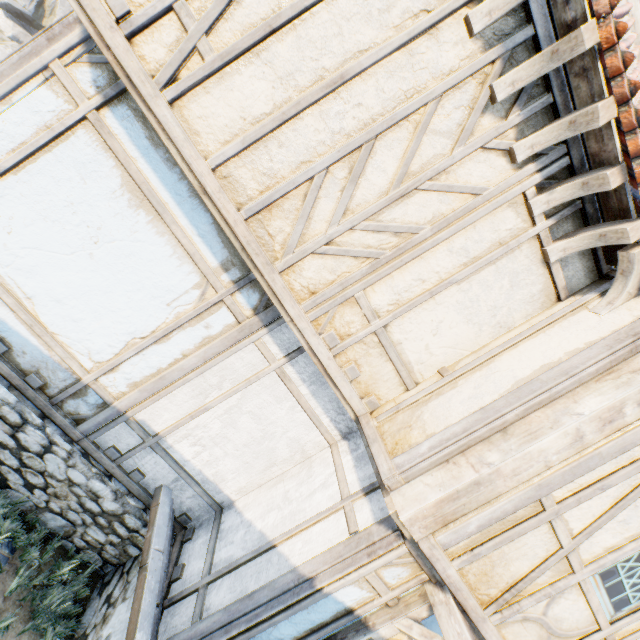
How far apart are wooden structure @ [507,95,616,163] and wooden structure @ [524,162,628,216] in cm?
36

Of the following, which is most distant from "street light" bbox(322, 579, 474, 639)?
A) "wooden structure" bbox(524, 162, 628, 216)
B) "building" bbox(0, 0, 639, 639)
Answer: "wooden structure" bbox(524, 162, 628, 216)

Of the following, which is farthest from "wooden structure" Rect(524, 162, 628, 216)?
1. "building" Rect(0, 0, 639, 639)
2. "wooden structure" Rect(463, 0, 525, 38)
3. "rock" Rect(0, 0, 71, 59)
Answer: "rock" Rect(0, 0, 71, 59)

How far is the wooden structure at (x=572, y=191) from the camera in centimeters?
255cm

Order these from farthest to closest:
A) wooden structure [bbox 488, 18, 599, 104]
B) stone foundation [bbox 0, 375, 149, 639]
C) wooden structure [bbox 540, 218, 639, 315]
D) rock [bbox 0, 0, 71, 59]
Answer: rock [bbox 0, 0, 71, 59]
stone foundation [bbox 0, 375, 149, 639]
wooden structure [bbox 540, 218, 639, 315]
wooden structure [bbox 488, 18, 599, 104]

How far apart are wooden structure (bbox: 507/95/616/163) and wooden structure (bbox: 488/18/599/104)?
0.35m

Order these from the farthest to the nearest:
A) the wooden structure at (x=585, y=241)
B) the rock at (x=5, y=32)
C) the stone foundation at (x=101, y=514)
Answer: the rock at (x=5, y=32) → the stone foundation at (x=101, y=514) → the wooden structure at (x=585, y=241)

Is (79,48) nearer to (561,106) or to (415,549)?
(561,106)
